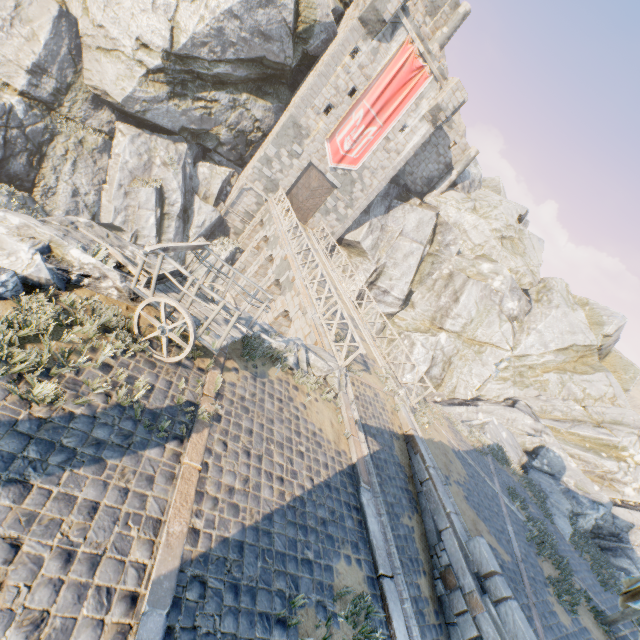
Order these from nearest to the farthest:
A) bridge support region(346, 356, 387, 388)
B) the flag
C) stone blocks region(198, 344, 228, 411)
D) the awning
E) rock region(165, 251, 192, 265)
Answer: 1. stone blocks region(198, 344, 228, 411)
2. the awning
3. bridge support region(346, 356, 387, 388)
4. the flag
5. rock region(165, 251, 192, 265)

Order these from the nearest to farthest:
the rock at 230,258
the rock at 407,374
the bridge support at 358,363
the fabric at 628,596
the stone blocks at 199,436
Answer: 1. the stone blocks at 199,436
2. the fabric at 628,596
3. the bridge support at 358,363
4. the rock at 230,258
5. the rock at 407,374

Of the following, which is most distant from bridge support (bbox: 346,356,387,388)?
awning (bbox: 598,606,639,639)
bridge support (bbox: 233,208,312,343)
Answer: awning (bbox: 598,606,639,639)

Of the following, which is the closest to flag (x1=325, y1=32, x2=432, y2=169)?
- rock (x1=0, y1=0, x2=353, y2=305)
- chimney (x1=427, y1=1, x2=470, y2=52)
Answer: rock (x1=0, y1=0, x2=353, y2=305)

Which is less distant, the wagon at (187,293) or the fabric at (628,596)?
the wagon at (187,293)

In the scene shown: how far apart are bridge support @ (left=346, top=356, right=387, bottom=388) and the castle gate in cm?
1678

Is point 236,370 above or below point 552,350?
below

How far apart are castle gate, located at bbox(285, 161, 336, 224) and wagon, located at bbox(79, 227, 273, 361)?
19.7 meters
